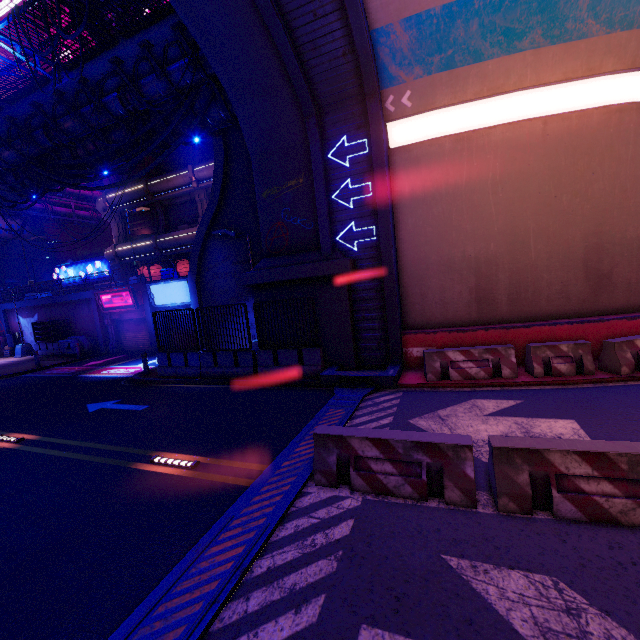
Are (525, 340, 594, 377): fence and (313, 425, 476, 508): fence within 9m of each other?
yes

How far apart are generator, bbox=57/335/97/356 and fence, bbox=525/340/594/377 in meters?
26.9

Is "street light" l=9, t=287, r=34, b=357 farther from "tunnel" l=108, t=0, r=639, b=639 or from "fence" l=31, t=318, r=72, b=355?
"tunnel" l=108, t=0, r=639, b=639

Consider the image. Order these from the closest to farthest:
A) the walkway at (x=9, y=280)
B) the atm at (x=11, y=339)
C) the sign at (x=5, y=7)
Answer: the atm at (x=11, y=339) → the sign at (x=5, y=7) → the walkway at (x=9, y=280)

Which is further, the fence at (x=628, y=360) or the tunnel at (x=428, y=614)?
the fence at (x=628, y=360)

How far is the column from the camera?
23.66m

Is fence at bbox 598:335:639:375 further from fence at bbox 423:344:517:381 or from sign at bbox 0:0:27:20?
sign at bbox 0:0:27:20

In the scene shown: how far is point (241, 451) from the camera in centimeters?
687cm
